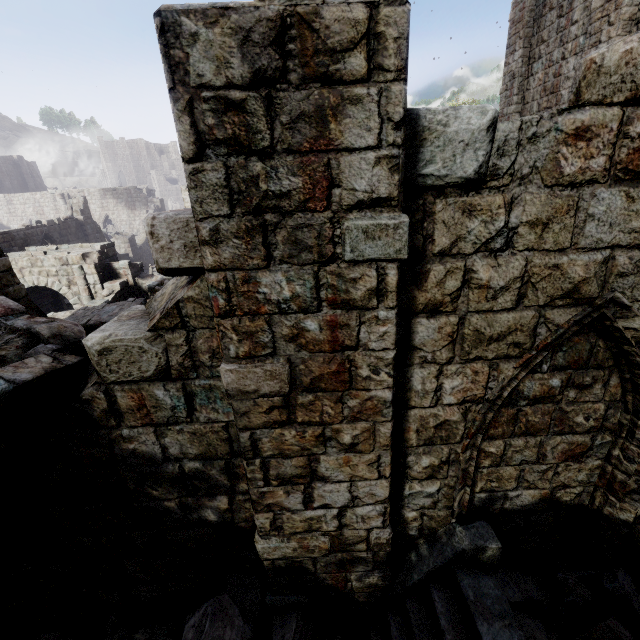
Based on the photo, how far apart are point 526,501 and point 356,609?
2.4 meters

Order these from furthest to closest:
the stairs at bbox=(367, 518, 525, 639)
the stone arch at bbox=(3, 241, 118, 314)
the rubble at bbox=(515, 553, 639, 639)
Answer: the stone arch at bbox=(3, 241, 118, 314), the rubble at bbox=(515, 553, 639, 639), the stairs at bbox=(367, 518, 525, 639)

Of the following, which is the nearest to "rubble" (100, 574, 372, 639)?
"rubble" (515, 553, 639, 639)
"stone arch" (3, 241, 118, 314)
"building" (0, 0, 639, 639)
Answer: "building" (0, 0, 639, 639)

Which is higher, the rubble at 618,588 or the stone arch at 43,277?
the stone arch at 43,277

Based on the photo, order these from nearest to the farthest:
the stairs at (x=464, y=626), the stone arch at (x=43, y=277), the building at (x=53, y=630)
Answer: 1. the building at (x=53, y=630)
2. the stairs at (x=464, y=626)
3. the stone arch at (x=43, y=277)

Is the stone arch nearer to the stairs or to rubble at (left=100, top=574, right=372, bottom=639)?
rubble at (left=100, top=574, right=372, bottom=639)

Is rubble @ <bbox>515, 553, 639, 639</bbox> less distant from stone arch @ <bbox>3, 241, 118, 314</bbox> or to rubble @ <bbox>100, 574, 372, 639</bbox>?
rubble @ <bbox>100, 574, 372, 639</bbox>

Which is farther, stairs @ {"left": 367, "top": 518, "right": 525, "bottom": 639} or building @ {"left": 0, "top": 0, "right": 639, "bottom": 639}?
stairs @ {"left": 367, "top": 518, "right": 525, "bottom": 639}
